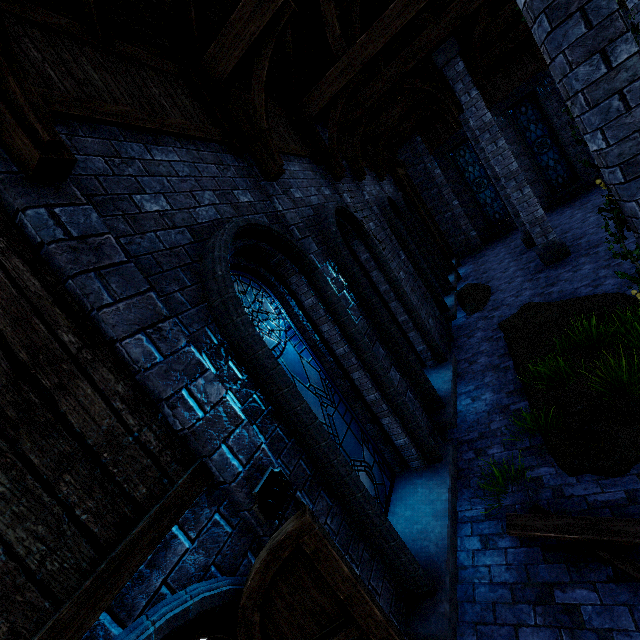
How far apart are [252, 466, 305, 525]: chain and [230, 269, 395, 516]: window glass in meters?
0.8 m

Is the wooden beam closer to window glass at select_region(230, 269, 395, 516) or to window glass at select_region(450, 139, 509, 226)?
window glass at select_region(230, 269, 395, 516)

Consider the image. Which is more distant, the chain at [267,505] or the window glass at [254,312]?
the window glass at [254,312]

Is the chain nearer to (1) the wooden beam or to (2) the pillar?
(1) the wooden beam

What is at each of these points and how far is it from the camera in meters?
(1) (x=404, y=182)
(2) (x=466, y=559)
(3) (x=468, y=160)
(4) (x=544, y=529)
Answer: (1) walkway, 13.9
(2) walkway, 3.8
(3) window glass, 16.9
(4) wooden beam, 3.4

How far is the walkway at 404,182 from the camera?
13.87m

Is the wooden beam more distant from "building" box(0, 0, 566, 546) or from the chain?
A: the chain

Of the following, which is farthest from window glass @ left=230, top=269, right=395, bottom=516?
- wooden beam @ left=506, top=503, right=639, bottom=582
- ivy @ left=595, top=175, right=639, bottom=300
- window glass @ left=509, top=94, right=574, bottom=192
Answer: window glass @ left=509, top=94, right=574, bottom=192
